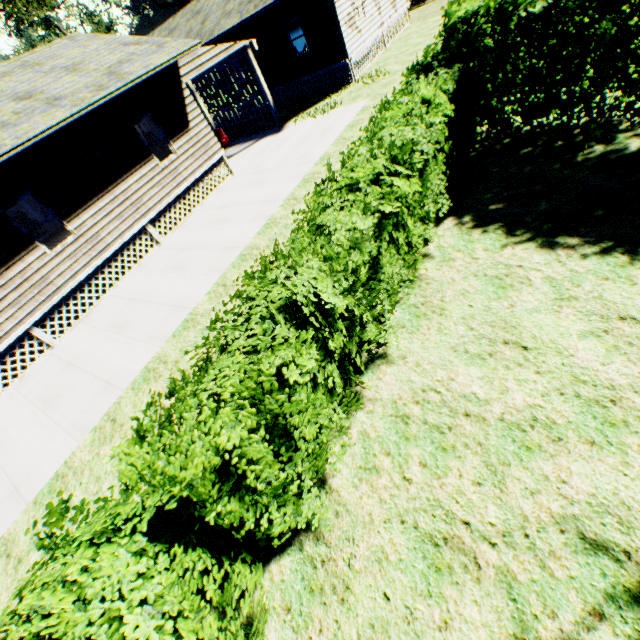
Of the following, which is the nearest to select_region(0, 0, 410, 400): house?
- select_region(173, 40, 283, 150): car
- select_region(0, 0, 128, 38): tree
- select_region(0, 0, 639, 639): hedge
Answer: select_region(173, 40, 283, 150): car

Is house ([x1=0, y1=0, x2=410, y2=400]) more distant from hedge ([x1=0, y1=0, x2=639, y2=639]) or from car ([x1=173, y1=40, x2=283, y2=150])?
hedge ([x1=0, y1=0, x2=639, y2=639])

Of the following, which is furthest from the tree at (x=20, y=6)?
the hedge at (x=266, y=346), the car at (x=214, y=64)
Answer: the hedge at (x=266, y=346)

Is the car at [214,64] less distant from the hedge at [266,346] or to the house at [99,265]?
the house at [99,265]

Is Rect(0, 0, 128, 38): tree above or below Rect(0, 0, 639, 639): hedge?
above

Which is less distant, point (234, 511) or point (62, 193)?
point (234, 511)

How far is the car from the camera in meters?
12.7

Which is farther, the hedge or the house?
the house
